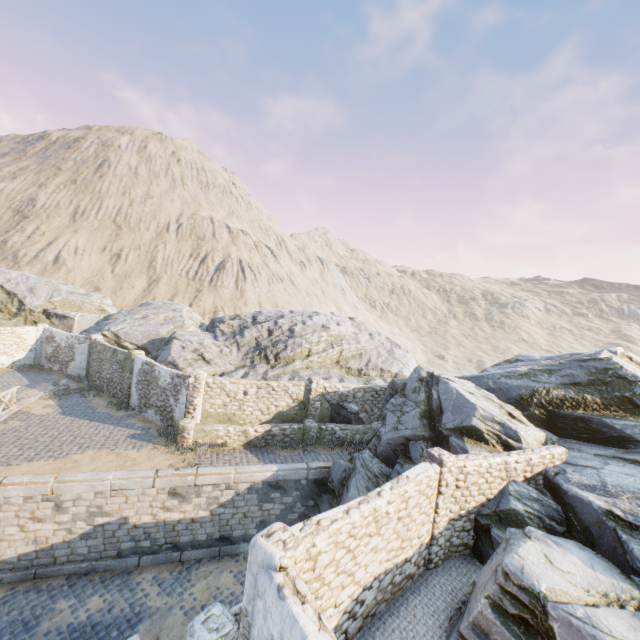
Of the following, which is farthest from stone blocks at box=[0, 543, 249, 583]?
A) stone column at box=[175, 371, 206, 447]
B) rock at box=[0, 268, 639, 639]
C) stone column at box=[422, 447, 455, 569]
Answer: stone column at box=[175, 371, 206, 447]

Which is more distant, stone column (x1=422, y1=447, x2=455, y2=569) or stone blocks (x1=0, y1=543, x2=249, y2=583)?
stone blocks (x1=0, y1=543, x2=249, y2=583)

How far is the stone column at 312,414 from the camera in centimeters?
1630cm

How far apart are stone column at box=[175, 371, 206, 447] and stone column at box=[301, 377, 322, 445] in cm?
496

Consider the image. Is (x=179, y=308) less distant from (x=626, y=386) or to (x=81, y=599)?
(x=81, y=599)

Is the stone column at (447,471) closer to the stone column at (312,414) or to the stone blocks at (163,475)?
the stone blocks at (163,475)

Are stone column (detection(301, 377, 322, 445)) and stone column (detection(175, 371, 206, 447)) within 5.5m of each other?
yes

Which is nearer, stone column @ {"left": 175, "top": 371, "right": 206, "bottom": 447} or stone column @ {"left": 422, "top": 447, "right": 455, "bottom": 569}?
stone column @ {"left": 422, "top": 447, "right": 455, "bottom": 569}
